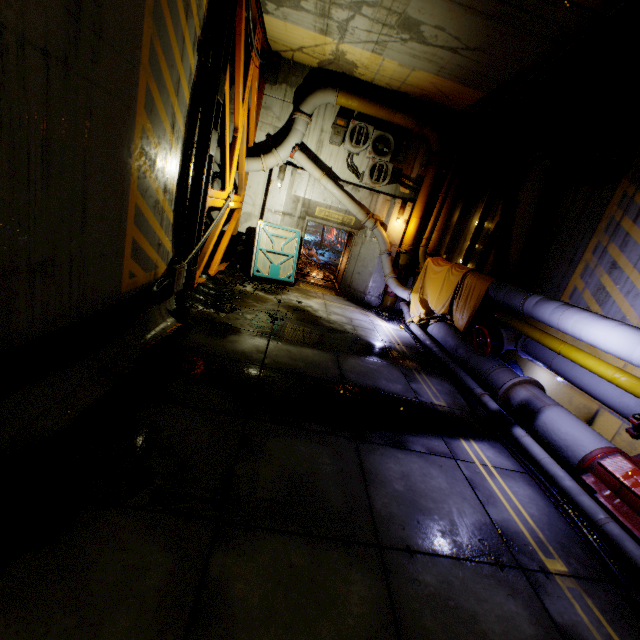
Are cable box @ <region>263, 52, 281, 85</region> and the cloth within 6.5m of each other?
no

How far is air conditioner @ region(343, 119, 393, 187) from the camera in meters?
10.7

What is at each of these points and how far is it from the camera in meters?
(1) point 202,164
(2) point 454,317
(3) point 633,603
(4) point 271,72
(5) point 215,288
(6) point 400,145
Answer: (1) beam, 6.7
(2) cloth, 9.0
(3) cable, 3.1
(4) cable box, 10.3
(5) rock, 9.1
(6) cable box, 11.0

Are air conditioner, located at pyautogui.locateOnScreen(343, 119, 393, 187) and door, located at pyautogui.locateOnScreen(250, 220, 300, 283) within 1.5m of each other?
no

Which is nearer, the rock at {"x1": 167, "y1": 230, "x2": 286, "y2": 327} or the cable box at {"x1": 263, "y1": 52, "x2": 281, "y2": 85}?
the rock at {"x1": 167, "y1": 230, "x2": 286, "y2": 327}

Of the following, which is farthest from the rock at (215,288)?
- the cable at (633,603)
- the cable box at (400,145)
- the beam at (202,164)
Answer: the cable box at (400,145)

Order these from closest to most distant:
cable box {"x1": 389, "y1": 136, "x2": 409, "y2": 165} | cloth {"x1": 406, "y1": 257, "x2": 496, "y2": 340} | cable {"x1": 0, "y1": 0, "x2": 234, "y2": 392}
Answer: cable {"x1": 0, "y1": 0, "x2": 234, "y2": 392} → cloth {"x1": 406, "y1": 257, "x2": 496, "y2": 340} → cable box {"x1": 389, "y1": 136, "x2": 409, "y2": 165}

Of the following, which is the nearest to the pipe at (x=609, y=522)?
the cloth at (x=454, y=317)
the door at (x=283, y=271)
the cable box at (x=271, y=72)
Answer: the cloth at (x=454, y=317)
